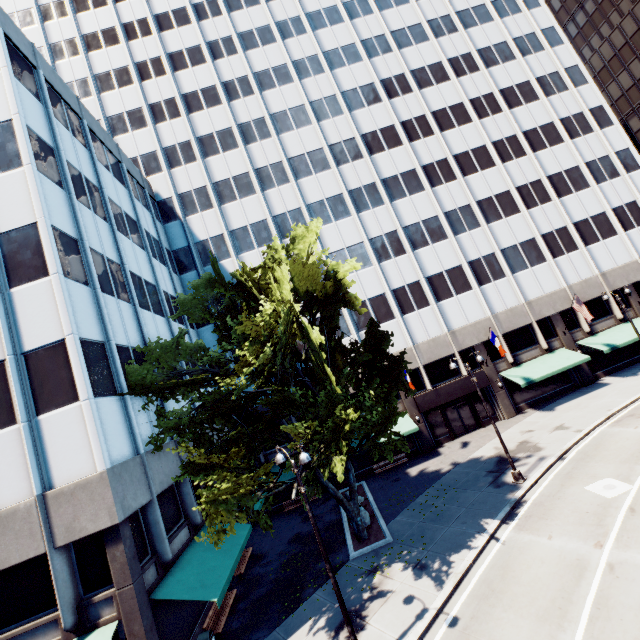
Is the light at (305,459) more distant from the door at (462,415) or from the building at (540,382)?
the door at (462,415)

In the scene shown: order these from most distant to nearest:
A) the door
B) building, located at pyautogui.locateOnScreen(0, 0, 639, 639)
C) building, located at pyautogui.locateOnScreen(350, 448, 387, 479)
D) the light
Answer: the door < building, located at pyautogui.locateOnScreen(350, 448, 387, 479) < building, located at pyautogui.locateOnScreen(0, 0, 639, 639) < the light

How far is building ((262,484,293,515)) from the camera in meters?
27.1 m

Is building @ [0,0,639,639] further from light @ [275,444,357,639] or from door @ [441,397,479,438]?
light @ [275,444,357,639]

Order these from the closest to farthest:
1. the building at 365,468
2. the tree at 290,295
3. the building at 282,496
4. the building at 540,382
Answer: the building at 540,382, the tree at 290,295, the building at 282,496, the building at 365,468

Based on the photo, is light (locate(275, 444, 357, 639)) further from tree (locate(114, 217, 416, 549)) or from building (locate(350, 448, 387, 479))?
building (locate(350, 448, 387, 479))

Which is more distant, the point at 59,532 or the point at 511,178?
the point at 511,178

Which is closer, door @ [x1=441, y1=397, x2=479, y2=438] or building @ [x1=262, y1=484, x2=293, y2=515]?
building @ [x1=262, y1=484, x2=293, y2=515]
